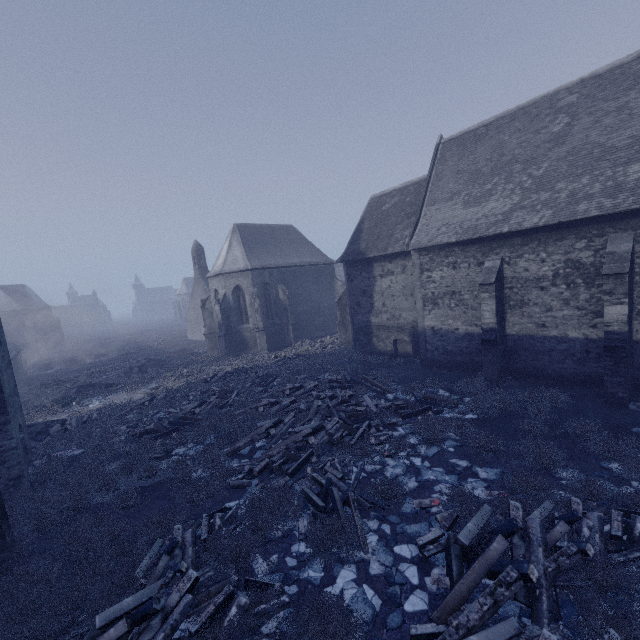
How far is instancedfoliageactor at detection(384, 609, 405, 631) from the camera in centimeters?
517cm

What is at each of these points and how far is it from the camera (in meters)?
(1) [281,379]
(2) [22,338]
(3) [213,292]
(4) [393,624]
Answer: (1) instancedfoliageactor, 18.77
(2) building, 41.06
(3) building, 29.66
(4) instancedfoliageactor, 5.21

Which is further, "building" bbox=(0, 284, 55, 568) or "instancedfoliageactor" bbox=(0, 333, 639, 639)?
"building" bbox=(0, 284, 55, 568)

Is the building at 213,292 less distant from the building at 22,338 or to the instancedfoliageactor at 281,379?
the instancedfoliageactor at 281,379

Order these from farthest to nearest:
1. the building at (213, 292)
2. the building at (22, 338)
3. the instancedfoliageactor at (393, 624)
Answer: the building at (213, 292)
the building at (22, 338)
the instancedfoliageactor at (393, 624)

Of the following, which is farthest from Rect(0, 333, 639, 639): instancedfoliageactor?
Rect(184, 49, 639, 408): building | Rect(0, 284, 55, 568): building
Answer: Rect(0, 284, 55, 568): building

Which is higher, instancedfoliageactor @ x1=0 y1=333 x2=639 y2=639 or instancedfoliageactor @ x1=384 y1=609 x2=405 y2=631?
instancedfoliageactor @ x1=0 y1=333 x2=639 y2=639

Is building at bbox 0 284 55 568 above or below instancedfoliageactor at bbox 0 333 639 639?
above
